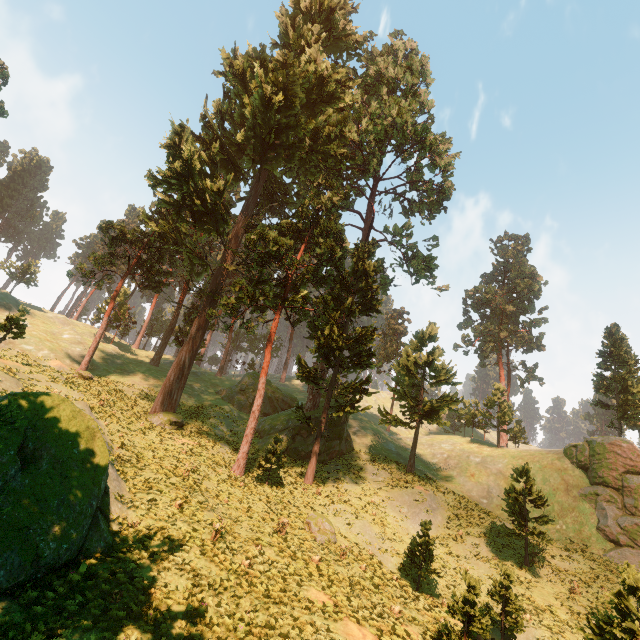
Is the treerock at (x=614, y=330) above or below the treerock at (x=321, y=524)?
above

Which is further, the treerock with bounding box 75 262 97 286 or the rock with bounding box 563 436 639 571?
the treerock with bounding box 75 262 97 286

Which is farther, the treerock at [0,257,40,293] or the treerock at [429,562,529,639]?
the treerock at [0,257,40,293]

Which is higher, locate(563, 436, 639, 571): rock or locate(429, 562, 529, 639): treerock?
locate(563, 436, 639, 571): rock

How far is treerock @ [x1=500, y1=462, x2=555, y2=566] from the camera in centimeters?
2116cm

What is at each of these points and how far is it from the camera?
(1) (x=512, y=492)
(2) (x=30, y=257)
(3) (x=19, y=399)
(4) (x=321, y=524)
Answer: (1) treerock, 22.55m
(2) treerock, 52.50m
(3) treerock, 11.25m
(4) treerock, 19.14m

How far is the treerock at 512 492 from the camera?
21.16m
